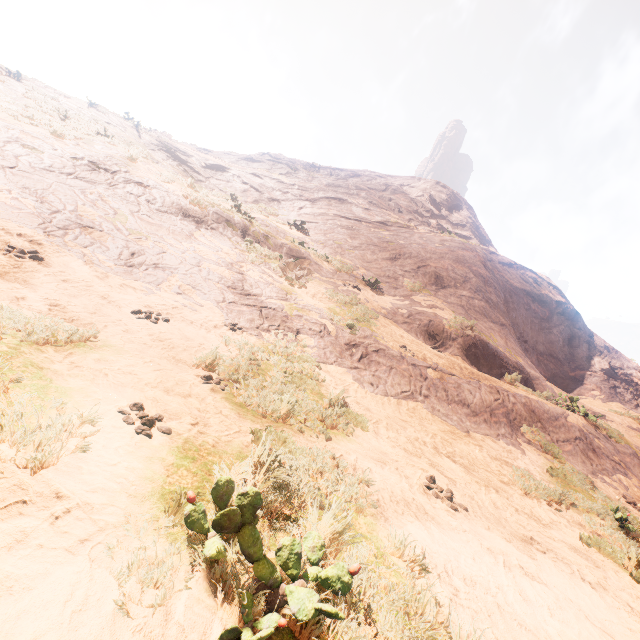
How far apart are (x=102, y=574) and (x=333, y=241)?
16.8m
